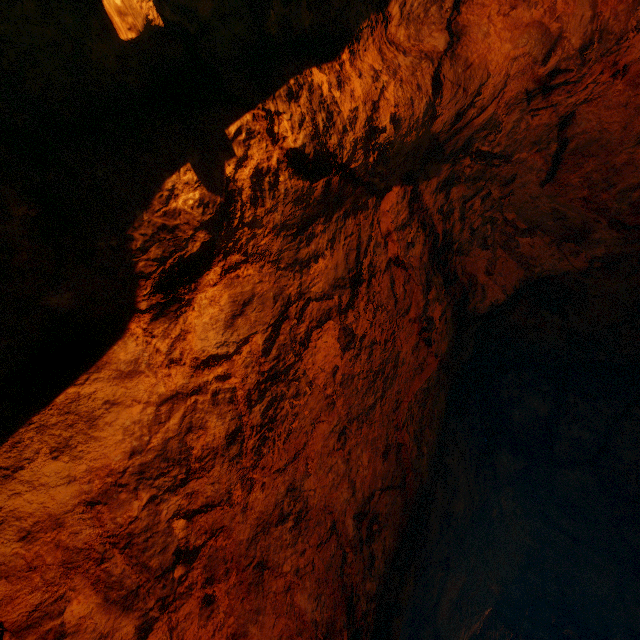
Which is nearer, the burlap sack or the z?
the z

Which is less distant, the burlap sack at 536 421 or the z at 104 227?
the z at 104 227

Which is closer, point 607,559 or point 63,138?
point 63,138
